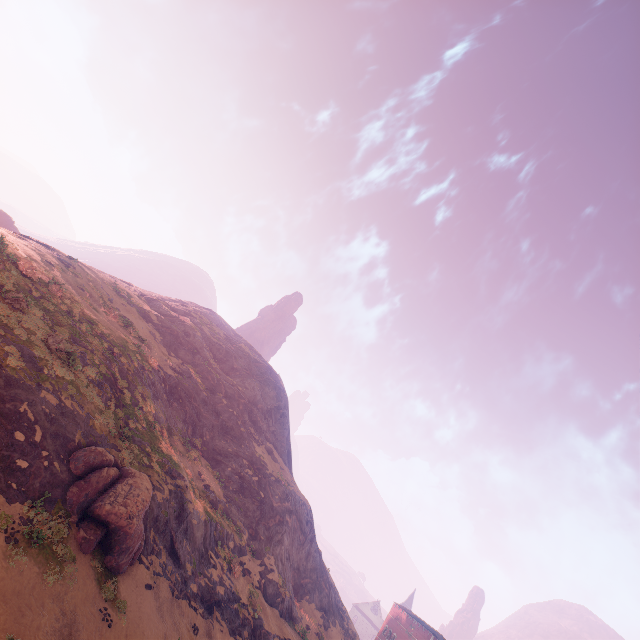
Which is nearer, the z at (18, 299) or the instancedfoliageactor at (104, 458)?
the z at (18, 299)

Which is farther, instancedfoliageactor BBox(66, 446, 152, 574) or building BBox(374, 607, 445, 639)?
building BBox(374, 607, 445, 639)

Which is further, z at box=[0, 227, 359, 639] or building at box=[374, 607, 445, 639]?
building at box=[374, 607, 445, 639]

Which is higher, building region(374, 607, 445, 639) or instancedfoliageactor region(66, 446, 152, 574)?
building region(374, 607, 445, 639)

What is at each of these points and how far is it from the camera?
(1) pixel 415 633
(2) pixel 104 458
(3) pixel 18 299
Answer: (1) building, 52.3m
(2) instancedfoliageactor, 15.9m
(3) z, 17.5m

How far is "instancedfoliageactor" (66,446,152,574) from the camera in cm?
1405

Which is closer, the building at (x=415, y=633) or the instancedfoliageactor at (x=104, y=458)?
the instancedfoliageactor at (x=104, y=458)

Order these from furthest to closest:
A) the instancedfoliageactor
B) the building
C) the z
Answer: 1. the building
2. the instancedfoliageactor
3. the z
